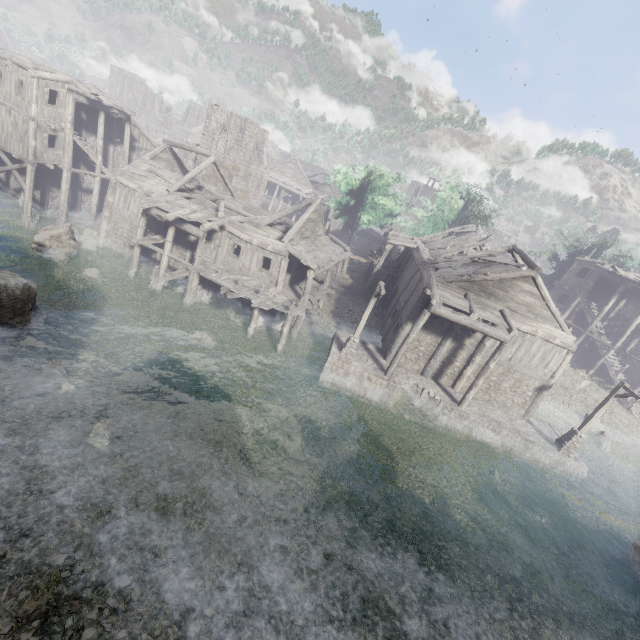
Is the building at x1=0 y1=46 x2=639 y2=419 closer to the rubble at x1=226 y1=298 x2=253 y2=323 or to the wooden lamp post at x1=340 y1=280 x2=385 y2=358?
the rubble at x1=226 y1=298 x2=253 y2=323

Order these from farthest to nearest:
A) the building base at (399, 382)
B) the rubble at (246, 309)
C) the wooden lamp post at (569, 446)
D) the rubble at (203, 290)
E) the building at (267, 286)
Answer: the rubble at (203, 290) < the rubble at (246, 309) < the building at (267, 286) < the building base at (399, 382) < the wooden lamp post at (569, 446)

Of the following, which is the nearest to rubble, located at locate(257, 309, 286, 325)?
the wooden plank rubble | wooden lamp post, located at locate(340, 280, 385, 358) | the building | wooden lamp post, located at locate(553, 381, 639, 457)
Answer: the building

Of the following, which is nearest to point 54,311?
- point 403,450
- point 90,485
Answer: point 90,485

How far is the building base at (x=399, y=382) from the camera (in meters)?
18.16

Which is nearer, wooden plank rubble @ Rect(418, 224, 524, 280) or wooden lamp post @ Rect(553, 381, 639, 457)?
wooden lamp post @ Rect(553, 381, 639, 457)

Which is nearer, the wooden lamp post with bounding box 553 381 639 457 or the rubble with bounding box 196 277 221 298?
the wooden lamp post with bounding box 553 381 639 457

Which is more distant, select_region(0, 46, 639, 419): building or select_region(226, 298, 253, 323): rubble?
select_region(226, 298, 253, 323): rubble
